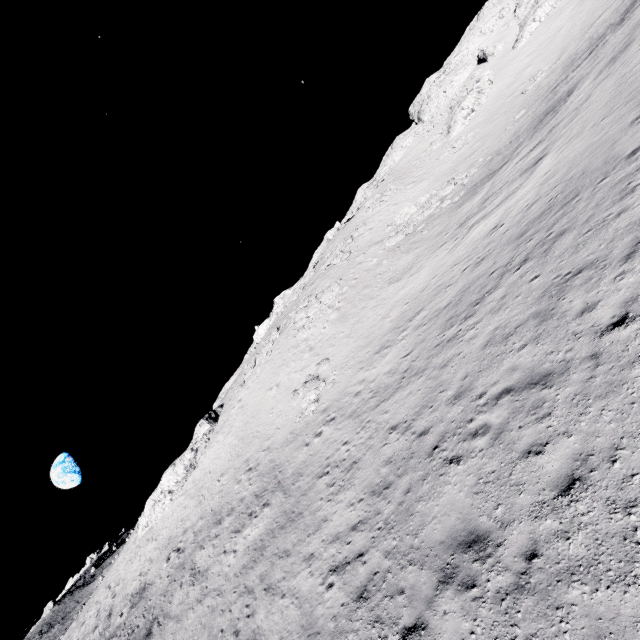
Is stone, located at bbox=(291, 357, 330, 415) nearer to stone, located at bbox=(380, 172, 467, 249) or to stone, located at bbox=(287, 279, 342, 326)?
stone, located at bbox=(287, 279, 342, 326)

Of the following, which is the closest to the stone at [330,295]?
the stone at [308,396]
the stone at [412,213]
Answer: the stone at [412,213]

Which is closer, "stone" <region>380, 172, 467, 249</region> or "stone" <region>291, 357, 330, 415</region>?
"stone" <region>291, 357, 330, 415</region>

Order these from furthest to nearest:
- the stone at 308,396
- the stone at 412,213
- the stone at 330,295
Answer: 1. the stone at 330,295
2. the stone at 412,213
3. the stone at 308,396

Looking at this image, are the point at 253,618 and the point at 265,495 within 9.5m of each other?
yes

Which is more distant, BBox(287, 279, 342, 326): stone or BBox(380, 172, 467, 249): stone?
BBox(287, 279, 342, 326): stone

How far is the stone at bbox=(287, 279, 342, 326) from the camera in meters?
32.3 m

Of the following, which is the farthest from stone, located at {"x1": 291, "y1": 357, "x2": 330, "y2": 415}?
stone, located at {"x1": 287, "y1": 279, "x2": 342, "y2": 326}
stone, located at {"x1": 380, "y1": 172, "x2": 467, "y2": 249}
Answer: stone, located at {"x1": 380, "y1": 172, "x2": 467, "y2": 249}
